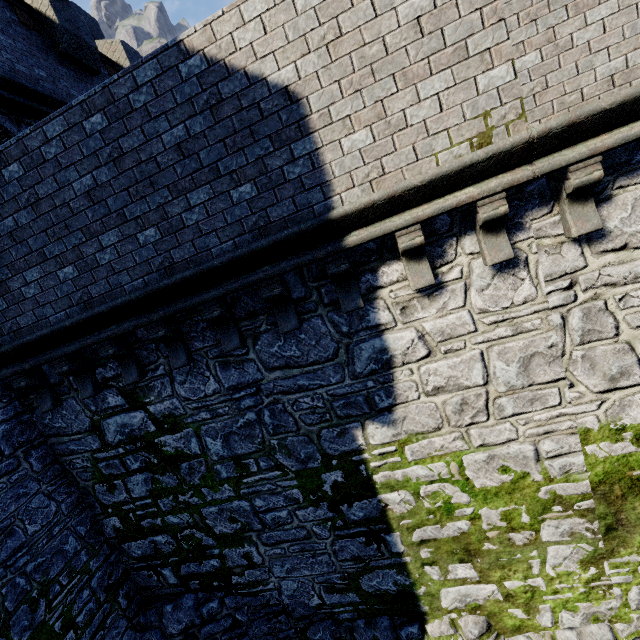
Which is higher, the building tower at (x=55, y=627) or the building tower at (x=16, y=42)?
the building tower at (x=16, y=42)

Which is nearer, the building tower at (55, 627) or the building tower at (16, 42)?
the building tower at (55, 627)

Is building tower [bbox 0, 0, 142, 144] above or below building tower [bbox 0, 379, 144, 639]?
above

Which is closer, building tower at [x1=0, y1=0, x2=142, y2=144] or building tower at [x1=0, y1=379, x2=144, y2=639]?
building tower at [x1=0, y1=379, x2=144, y2=639]

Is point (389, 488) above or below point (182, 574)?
above
